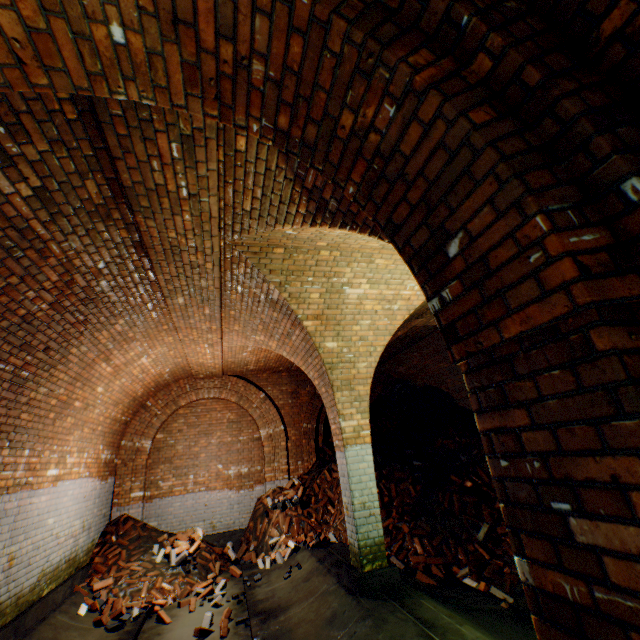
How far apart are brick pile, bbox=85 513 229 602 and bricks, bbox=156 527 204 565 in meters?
0.0

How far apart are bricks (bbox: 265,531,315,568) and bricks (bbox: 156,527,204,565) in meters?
1.4

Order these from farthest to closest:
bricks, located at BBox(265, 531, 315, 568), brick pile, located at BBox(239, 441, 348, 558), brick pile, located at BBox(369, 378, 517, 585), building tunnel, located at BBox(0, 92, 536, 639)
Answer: brick pile, located at BBox(239, 441, 348, 558), bricks, located at BBox(265, 531, 315, 568), brick pile, located at BBox(369, 378, 517, 585), building tunnel, located at BBox(0, 92, 536, 639)

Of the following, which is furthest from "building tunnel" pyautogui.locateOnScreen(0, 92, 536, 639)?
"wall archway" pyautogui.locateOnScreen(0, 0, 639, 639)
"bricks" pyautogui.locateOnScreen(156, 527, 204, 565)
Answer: "bricks" pyautogui.locateOnScreen(156, 527, 204, 565)

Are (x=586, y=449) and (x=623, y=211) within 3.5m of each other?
yes

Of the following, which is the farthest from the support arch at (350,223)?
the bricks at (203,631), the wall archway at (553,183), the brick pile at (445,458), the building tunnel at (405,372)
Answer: the bricks at (203,631)

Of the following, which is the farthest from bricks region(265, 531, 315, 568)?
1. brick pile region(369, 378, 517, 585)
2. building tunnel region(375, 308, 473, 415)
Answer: building tunnel region(375, 308, 473, 415)

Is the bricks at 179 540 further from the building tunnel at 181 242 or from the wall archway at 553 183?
the wall archway at 553 183
